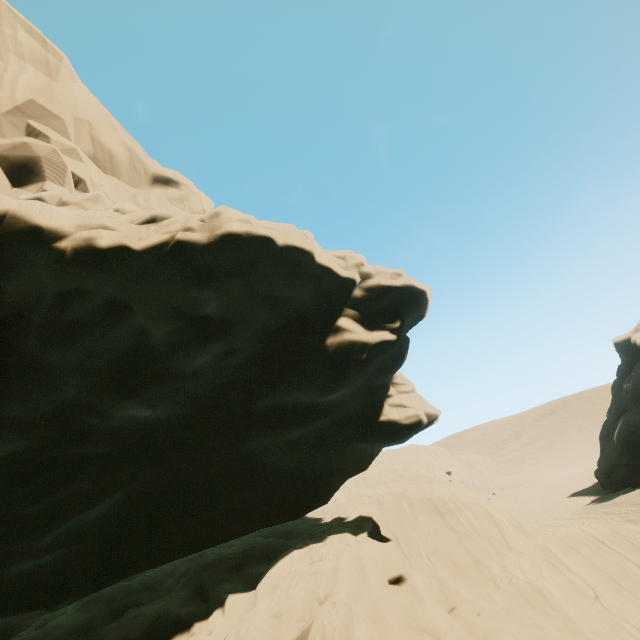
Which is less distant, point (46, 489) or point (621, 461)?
point (46, 489)
